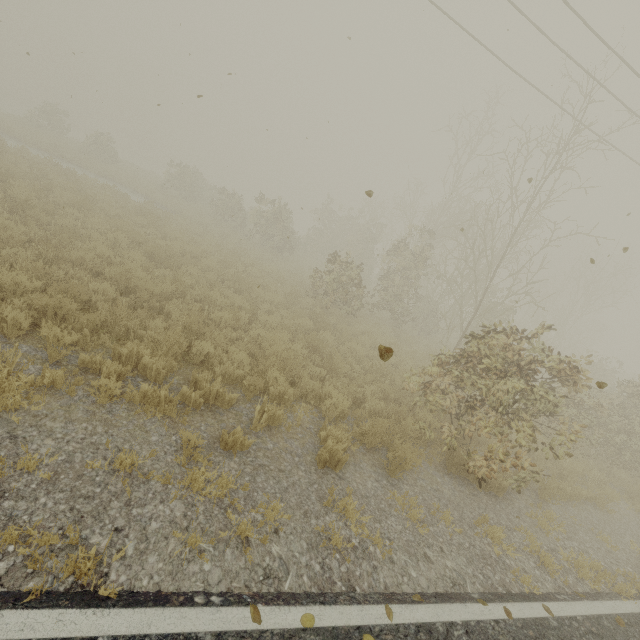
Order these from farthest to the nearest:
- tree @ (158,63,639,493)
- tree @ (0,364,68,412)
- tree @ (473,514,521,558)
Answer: tree @ (158,63,639,493)
tree @ (473,514,521,558)
tree @ (0,364,68,412)

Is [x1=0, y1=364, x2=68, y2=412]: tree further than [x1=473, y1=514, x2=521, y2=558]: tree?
No

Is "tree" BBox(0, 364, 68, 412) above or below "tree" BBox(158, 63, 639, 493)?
below

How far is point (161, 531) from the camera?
3.07m

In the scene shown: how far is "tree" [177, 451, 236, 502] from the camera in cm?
360

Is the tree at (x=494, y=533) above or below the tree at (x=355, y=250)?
below

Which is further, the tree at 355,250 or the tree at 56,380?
the tree at 355,250
